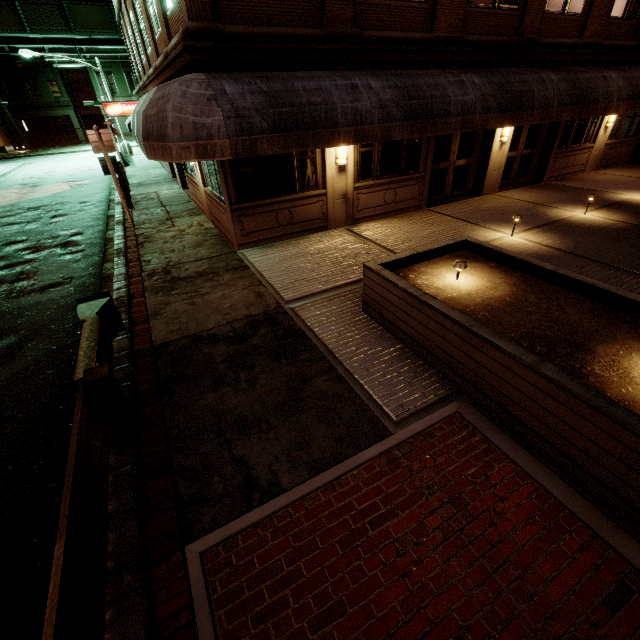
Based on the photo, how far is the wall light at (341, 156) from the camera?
9.00m

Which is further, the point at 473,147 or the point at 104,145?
the point at 473,147

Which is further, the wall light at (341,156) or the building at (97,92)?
the building at (97,92)

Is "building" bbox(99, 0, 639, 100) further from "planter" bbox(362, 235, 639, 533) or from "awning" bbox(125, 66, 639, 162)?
"planter" bbox(362, 235, 639, 533)

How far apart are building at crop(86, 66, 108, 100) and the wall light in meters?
52.3

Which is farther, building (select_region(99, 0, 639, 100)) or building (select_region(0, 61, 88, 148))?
building (select_region(0, 61, 88, 148))

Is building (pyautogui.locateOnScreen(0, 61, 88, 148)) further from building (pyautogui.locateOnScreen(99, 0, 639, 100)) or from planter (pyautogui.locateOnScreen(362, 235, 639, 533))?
planter (pyautogui.locateOnScreen(362, 235, 639, 533))
